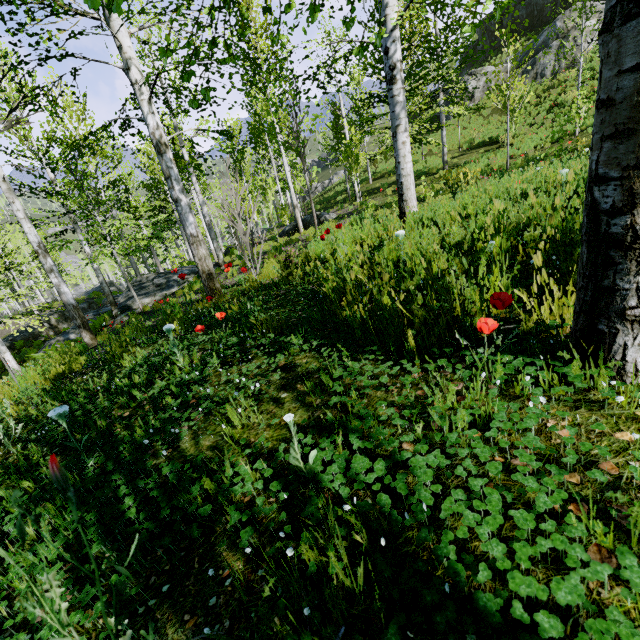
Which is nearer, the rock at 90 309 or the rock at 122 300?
the rock at 122 300

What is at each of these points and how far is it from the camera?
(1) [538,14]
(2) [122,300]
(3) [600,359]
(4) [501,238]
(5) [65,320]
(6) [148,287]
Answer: (1) rock, 28.6 meters
(2) rock, 14.0 meters
(3) instancedfoliageactor, 1.2 meters
(4) instancedfoliageactor, 3.1 meters
(5) rock, 21.8 meters
(6) rock, 13.9 meters

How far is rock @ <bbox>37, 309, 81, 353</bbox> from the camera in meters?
14.8

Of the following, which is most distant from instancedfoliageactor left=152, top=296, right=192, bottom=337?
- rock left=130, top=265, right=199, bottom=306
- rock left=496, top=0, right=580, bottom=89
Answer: rock left=496, top=0, right=580, bottom=89

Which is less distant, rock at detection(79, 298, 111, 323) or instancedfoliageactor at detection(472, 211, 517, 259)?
instancedfoliageactor at detection(472, 211, 517, 259)

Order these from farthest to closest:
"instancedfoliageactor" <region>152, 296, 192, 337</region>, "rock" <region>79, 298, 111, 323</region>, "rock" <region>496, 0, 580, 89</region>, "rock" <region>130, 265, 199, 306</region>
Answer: "rock" <region>496, 0, 580, 89</region> → "rock" <region>79, 298, 111, 323</region> → "rock" <region>130, 265, 199, 306</region> → "instancedfoliageactor" <region>152, 296, 192, 337</region>

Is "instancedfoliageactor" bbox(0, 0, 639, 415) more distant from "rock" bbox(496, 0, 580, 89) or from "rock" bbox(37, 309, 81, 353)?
"rock" bbox(496, 0, 580, 89)

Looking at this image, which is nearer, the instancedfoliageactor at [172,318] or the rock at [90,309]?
the instancedfoliageactor at [172,318]
